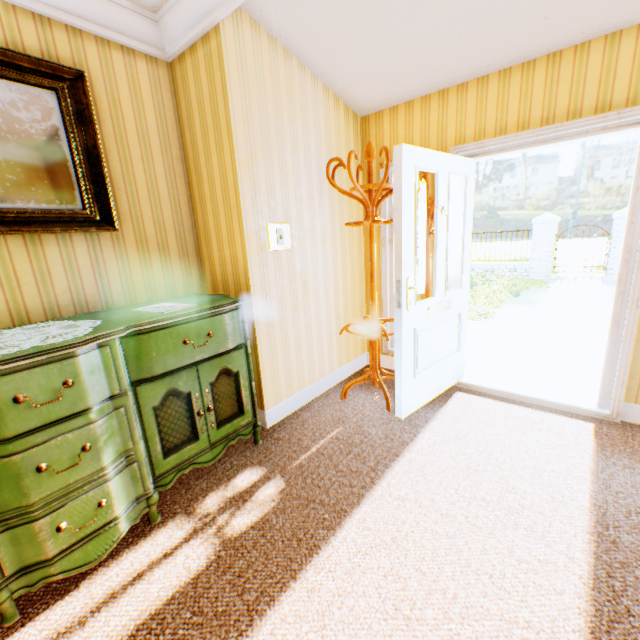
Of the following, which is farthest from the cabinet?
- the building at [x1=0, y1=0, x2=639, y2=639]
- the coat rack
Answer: the coat rack

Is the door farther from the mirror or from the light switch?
the mirror

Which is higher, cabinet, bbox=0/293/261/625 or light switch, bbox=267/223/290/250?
light switch, bbox=267/223/290/250

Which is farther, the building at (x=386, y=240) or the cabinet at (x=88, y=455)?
the building at (x=386, y=240)

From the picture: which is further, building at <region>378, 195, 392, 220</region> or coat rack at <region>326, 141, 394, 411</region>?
building at <region>378, 195, 392, 220</region>

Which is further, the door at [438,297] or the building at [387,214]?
the building at [387,214]

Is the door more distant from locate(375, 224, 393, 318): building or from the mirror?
the mirror

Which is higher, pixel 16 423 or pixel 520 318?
pixel 16 423
